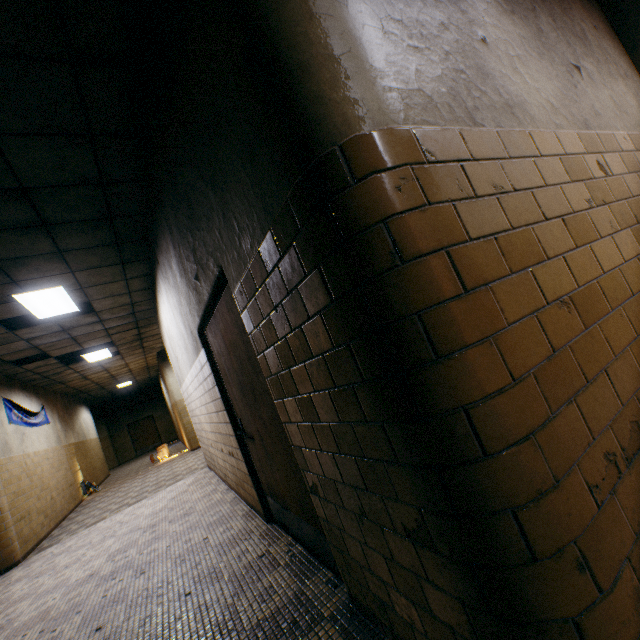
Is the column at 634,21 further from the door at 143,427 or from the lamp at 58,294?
the door at 143,427

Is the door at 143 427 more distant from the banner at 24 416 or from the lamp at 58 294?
the lamp at 58 294

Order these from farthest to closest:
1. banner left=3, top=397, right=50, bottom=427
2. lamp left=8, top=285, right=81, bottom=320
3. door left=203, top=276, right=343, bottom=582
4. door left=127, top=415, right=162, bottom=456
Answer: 1. door left=127, top=415, right=162, bottom=456
2. banner left=3, top=397, right=50, bottom=427
3. lamp left=8, top=285, right=81, bottom=320
4. door left=203, top=276, right=343, bottom=582

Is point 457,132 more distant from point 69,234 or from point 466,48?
point 69,234

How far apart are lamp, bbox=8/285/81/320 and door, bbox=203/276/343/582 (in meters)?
3.19

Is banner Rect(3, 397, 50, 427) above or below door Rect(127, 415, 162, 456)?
above

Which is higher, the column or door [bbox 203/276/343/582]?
the column

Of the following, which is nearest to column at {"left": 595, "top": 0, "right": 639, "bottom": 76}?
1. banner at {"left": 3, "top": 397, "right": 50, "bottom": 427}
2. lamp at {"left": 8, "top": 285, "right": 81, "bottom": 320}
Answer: lamp at {"left": 8, "top": 285, "right": 81, "bottom": 320}
